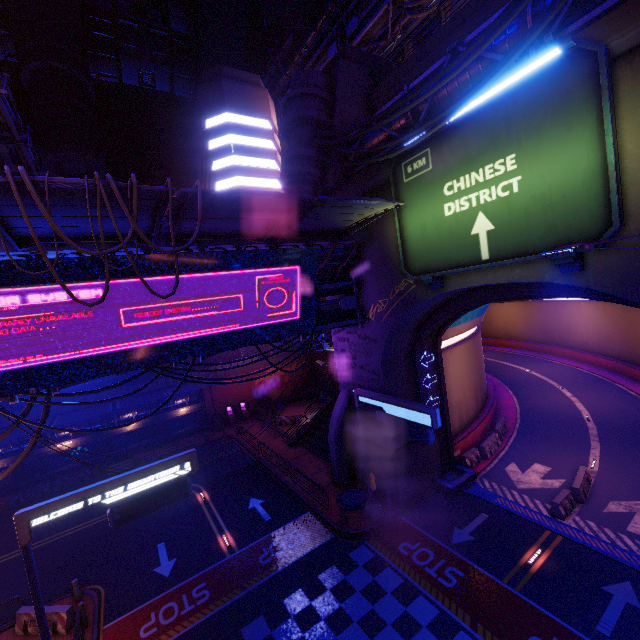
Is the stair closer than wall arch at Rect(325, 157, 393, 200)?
No

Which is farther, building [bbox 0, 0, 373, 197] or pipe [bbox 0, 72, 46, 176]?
building [bbox 0, 0, 373, 197]

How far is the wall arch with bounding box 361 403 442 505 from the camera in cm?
1830

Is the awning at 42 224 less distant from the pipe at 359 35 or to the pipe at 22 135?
the pipe at 22 135

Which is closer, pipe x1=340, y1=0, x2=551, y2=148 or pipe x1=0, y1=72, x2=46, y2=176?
pipe x1=340, y1=0, x2=551, y2=148

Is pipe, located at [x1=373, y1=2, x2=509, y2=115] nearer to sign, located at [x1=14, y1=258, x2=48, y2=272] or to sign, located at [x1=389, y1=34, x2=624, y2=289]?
sign, located at [x1=389, y1=34, x2=624, y2=289]

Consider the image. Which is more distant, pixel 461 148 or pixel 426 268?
pixel 426 268

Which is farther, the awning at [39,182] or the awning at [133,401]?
the awning at [133,401]
